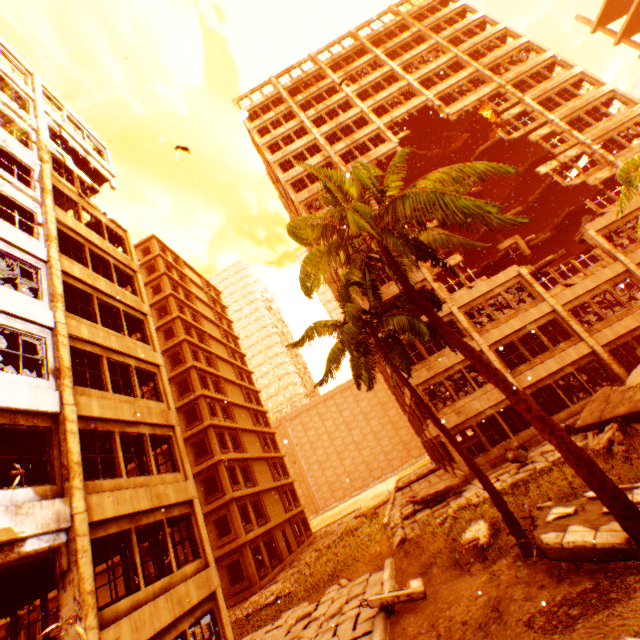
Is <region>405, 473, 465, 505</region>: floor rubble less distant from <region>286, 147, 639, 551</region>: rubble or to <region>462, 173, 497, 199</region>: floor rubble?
<region>286, 147, 639, 551</region>: rubble

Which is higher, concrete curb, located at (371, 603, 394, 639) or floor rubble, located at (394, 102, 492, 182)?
floor rubble, located at (394, 102, 492, 182)

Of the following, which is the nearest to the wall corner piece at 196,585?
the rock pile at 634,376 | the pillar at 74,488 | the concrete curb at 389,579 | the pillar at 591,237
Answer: the pillar at 74,488

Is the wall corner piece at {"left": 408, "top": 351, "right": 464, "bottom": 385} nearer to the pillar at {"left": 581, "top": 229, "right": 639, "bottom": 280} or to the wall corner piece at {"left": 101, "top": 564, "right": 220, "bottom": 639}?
the wall corner piece at {"left": 101, "top": 564, "right": 220, "bottom": 639}

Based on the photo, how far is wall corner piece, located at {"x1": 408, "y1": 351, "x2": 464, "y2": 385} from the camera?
19.8 meters

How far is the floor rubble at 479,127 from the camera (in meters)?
29.27

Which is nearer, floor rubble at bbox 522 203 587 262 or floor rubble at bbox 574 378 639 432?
floor rubble at bbox 574 378 639 432

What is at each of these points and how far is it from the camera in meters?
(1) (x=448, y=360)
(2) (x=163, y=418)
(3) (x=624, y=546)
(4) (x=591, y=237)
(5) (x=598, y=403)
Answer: (1) wall corner piece, 19.9 m
(2) wall corner piece, 13.1 m
(3) floor rubble, 6.0 m
(4) pillar, 20.6 m
(5) floor rubble, 13.5 m
